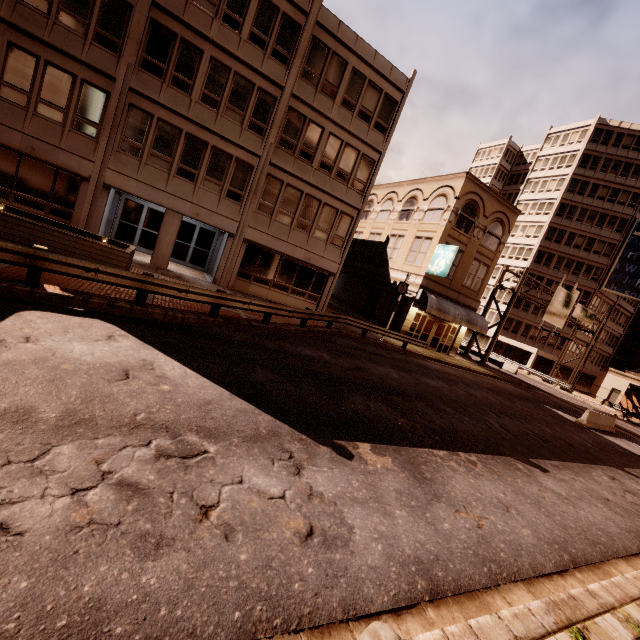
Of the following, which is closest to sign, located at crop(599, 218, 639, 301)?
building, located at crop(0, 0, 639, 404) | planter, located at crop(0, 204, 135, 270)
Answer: building, located at crop(0, 0, 639, 404)

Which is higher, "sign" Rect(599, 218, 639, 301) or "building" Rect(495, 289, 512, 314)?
"sign" Rect(599, 218, 639, 301)

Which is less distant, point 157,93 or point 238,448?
point 238,448

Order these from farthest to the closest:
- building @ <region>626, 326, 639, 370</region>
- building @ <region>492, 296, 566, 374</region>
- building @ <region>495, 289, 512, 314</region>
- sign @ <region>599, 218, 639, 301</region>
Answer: building @ <region>626, 326, 639, 370</region>, building @ <region>495, 289, 512, 314</region>, building @ <region>492, 296, 566, 374</region>, sign @ <region>599, 218, 639, 301</region>

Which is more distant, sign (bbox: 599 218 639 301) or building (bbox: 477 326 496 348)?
building (bbox: 477 326 496 348)

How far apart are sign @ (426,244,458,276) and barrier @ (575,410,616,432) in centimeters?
1173cm

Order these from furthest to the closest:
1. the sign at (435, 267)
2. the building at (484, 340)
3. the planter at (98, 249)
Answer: the building at (484, 340)
the sign at (435, 267)
the planter at (98, 249)

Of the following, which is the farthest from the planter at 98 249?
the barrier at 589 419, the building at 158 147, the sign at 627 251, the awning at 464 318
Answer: the sign at 627 251
